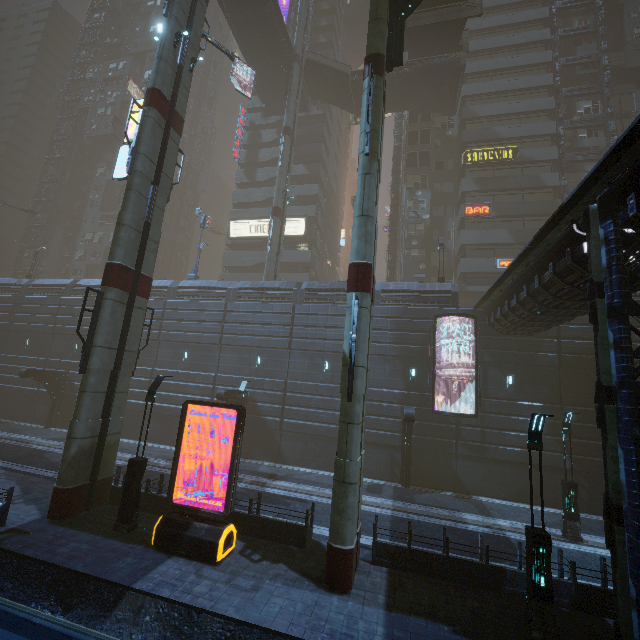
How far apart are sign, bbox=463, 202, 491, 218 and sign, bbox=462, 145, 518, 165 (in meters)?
4.34

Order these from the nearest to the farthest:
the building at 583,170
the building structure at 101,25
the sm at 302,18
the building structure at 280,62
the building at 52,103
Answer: the sm at 302,18 → the building at 583,170 → the building structure at 280,62 → the building structure at 101,25 → the building at 52,103

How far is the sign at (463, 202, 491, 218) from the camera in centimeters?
3275cm

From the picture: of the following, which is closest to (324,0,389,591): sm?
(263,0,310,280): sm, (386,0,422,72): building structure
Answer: (386,0,422,72): building structure

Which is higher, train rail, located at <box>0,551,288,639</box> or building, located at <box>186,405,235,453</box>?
building, located at <box>186,405,235,453</box>

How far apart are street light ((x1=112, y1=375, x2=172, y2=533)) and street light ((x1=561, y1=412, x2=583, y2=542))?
18.0 meters

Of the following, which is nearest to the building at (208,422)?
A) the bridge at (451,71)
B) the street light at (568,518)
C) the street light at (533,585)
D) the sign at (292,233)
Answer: the sign at (292,233)

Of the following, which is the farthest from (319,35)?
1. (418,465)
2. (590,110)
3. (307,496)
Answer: (307,496)
